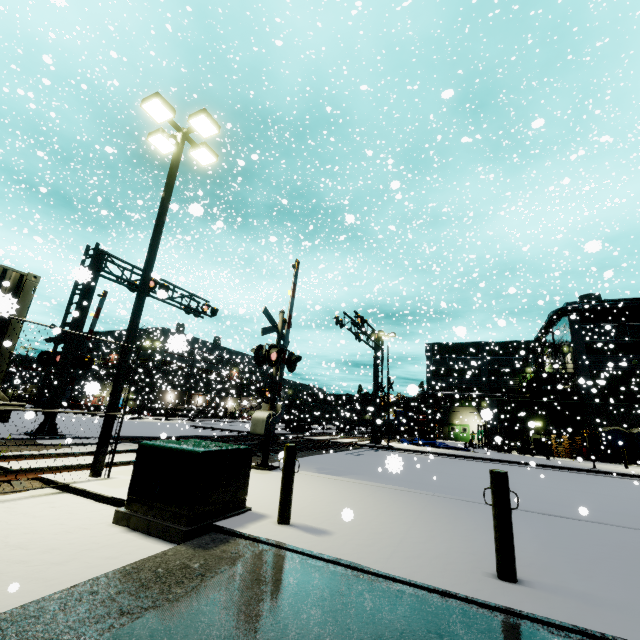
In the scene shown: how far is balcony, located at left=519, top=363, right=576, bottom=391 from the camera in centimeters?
3159cm

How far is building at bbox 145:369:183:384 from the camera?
42.92m

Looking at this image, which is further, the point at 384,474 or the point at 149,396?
the point at 149,396

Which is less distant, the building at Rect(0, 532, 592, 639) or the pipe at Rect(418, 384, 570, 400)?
the building at Rect(0, 532, 592, 639)

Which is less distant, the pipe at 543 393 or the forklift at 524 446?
the forklift at 524 446

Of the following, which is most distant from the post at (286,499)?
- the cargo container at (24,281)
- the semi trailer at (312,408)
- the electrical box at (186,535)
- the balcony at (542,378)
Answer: the balcony at (542,378)

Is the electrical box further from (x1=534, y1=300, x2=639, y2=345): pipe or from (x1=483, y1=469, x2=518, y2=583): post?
(x1=534, y1=300, x2=639, y2=345): pipe

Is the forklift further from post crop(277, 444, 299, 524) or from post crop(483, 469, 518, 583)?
post crop(483, 469, 518, 583)
